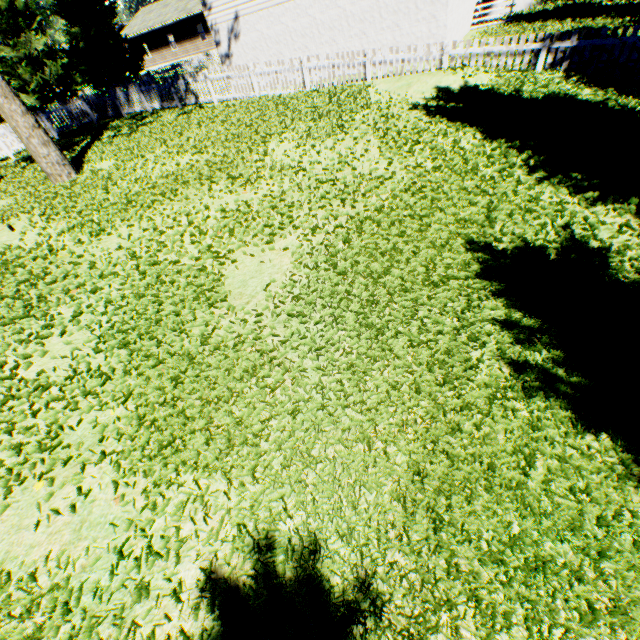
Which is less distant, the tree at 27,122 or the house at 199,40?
the tree at 27,122

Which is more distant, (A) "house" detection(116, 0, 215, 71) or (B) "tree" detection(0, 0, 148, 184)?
(A) "house" detection(116, 0, 215, 71)

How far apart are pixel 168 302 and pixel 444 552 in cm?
423
